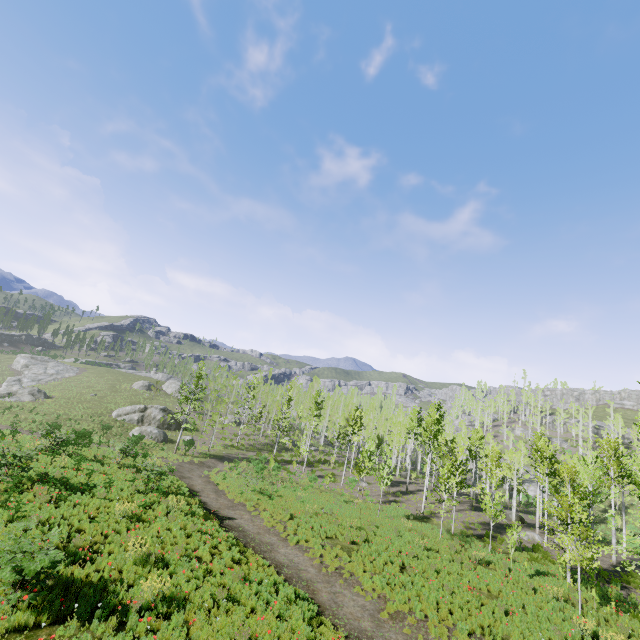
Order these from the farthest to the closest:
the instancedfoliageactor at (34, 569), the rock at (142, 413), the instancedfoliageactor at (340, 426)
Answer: the rock at (142, 413)
the instancedfoliageactor at (340, 426)
the instancedfoliageactor at (34, 569)

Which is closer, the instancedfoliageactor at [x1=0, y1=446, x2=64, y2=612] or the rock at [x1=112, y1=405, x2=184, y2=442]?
the instancedfoliageactor at [x1=0, y1=446, x2=64, y2=612]

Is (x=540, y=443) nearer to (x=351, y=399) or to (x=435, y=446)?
(x=435, y=446)

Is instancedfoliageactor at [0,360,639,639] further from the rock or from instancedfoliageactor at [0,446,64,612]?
the rock

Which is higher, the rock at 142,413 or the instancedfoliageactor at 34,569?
the instancedfoliageactor at 34,569

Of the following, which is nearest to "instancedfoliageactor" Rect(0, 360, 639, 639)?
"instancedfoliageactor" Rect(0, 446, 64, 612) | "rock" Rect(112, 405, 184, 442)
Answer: "instancedfoliageactor" Rect(0, 446, 64, 612)
